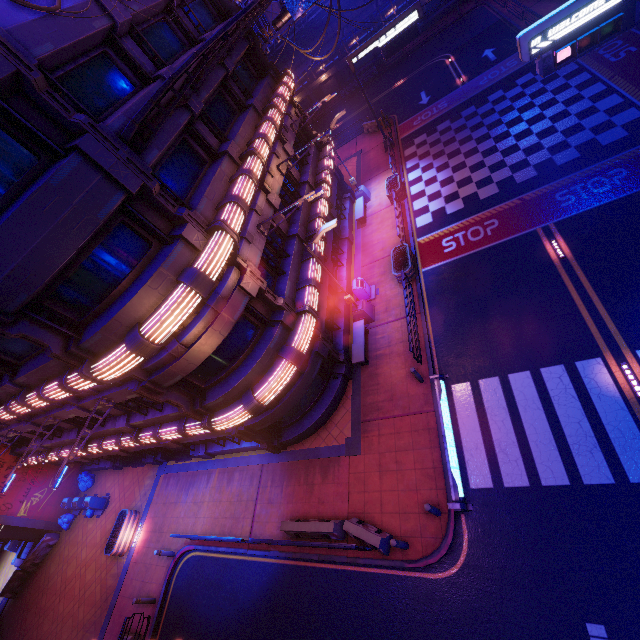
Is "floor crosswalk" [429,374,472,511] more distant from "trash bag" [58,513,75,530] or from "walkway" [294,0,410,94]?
"walkway" [294,0,410,94]

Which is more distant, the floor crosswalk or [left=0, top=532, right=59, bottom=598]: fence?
[left=0, top=532, right=59, bottom=598]: fence

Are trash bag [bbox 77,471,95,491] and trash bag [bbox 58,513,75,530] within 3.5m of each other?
yes

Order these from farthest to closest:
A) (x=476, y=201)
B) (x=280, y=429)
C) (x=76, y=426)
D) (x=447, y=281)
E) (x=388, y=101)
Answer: (x=388, y=101)
(x=476, y=201)
(x=76, y=426)
(x=447, y=281)
(x=280, y=429)

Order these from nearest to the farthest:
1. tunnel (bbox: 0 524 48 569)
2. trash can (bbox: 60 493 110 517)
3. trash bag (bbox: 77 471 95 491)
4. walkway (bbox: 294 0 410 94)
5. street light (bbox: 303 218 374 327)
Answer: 1. street light (bbox: 303 218 374 327)
2. trash can (bbox: 60 493 110 517)
3. tunnel (bbox: 0 524 48 569)
4. trash bag (bbox: 77 471 95 491)
5. walkway (bbox: 294 0 410 94)

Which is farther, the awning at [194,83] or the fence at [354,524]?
the fence at [354,524]

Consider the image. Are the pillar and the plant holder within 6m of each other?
no

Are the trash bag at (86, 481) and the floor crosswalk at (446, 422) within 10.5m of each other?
no
